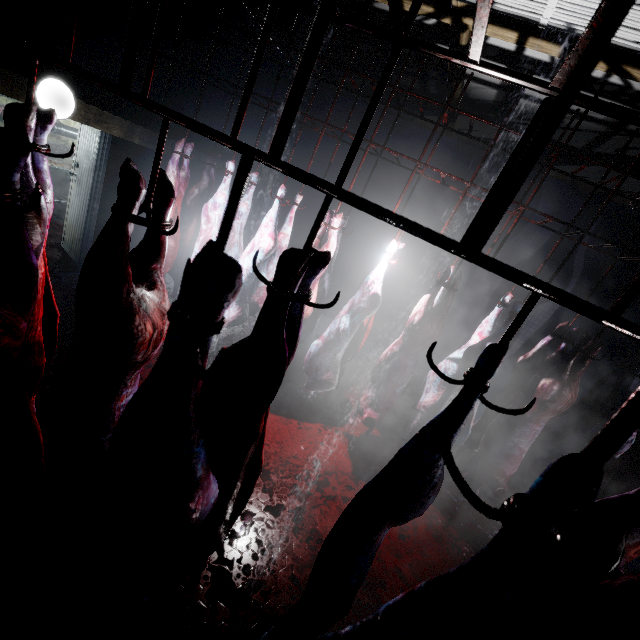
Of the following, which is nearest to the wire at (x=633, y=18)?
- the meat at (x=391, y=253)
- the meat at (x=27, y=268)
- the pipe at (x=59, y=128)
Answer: the meat at (x=391, y=253)

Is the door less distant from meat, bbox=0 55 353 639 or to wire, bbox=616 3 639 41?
wire, bbox=616 3 639 41

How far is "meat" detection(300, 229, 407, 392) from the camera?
3.2m

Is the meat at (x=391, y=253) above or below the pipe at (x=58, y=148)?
below

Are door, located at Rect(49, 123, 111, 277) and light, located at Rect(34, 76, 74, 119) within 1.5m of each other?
yes

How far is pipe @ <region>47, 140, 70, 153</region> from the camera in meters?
6.0

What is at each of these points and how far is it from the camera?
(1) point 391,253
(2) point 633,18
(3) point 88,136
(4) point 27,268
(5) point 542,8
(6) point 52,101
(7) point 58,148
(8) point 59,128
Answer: (1) meat, 3.1m
(2) wire, 2.2m
(3) door, 4.2m
(4) meat, 0.9m
(5) wire, 2.4m
(6) light, 2.9m
(7) pipe, 6.1m
(8) pipe, 5.9m

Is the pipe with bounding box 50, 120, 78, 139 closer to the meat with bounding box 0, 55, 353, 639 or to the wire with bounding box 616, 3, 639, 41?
the wire with bounding box 616, 3, 639, 41
